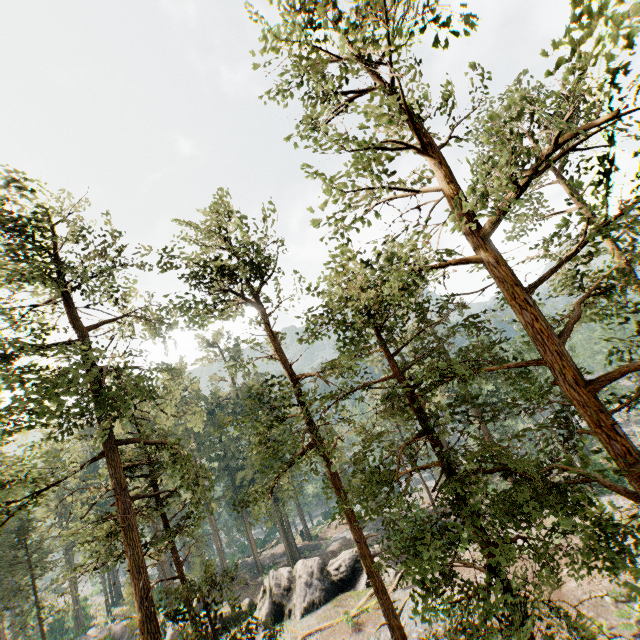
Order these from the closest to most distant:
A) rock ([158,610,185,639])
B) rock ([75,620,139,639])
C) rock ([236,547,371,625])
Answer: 1. rock ([236,547,371,625])
2. rock ([158,610,185,639])
3. rock ([75,620,139,639])

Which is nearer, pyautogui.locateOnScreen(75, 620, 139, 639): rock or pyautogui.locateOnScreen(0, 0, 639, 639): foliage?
pyautogui.locateOnScreen(0, 0, 639, 639): foliage

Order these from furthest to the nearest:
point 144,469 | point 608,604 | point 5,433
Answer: point 144,469 < point 608,604 < point 5,433

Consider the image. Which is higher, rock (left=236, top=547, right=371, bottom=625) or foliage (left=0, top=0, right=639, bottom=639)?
foliage (left=0, top=0, right=639, bottom=639)

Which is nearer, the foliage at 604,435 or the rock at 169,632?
the foliage at 604,435

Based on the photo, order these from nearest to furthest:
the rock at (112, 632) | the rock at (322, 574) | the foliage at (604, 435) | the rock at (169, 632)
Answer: the foliage at (604, 435)
the rock at (322, 574)
the rock at (169, 632)
the rock at (112, 632)

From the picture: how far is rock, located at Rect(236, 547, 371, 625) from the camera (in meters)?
24.81
